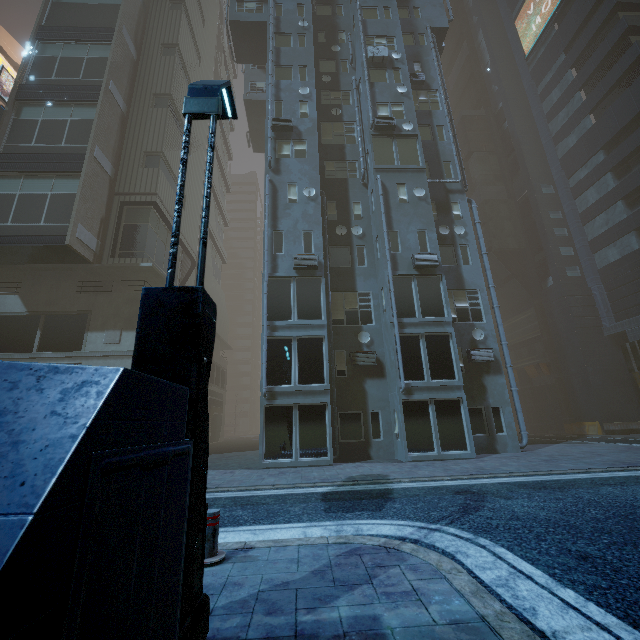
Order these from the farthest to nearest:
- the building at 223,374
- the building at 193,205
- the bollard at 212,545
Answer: the building at 223,374
the building at 193,205
the bollard at 212,545

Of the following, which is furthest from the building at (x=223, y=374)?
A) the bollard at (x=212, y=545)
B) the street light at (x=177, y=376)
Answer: the bollard at (x=212, y=545)

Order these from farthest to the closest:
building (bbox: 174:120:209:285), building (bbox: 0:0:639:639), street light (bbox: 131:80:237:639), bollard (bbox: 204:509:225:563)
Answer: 1. building (bbox: 174:120:209:285)
2. bollard (bbox: 204:509:225:563)
3. street light (bbox: 131:80:237:639)
4. building (bbox: 0:0:639:639)

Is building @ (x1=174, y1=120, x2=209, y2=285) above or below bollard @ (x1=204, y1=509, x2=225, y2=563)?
above

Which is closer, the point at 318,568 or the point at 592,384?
the point at 318,568

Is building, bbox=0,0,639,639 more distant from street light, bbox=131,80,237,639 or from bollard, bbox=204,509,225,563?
bollard, bbox=204,509,225,563

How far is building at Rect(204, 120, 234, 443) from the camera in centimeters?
3609cm
